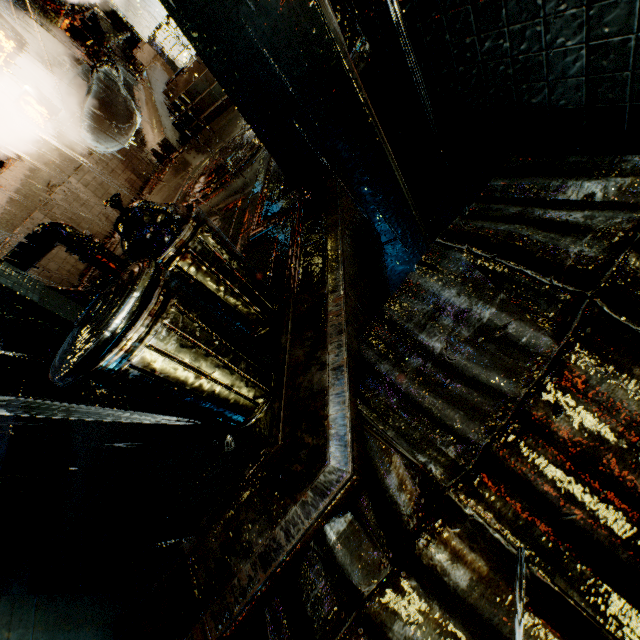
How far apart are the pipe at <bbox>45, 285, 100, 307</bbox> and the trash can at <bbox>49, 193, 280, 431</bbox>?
4.1m

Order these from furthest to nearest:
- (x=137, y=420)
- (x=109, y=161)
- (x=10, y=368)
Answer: (x=109, y=161)
(x=10, y=368)
(x=137, y=420)

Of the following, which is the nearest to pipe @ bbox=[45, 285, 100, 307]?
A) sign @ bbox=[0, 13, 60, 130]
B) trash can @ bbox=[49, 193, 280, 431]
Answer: trash can @ bbox=[49, 193, 280, 431]

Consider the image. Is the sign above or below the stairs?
above

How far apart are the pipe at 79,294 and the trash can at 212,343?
4.1 meters

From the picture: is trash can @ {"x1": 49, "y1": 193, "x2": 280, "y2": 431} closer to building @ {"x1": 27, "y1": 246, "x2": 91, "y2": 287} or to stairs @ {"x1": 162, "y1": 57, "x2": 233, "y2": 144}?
building @ {"x1": 27, "y1": 246, "x2": 91, "y2": 287}

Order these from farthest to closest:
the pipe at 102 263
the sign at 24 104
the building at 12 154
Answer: the building at 12 154, the sign at 24 104, the pipe at 102 263

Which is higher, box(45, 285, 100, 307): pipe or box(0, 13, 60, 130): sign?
box(0, 13, 60, 130): sign
